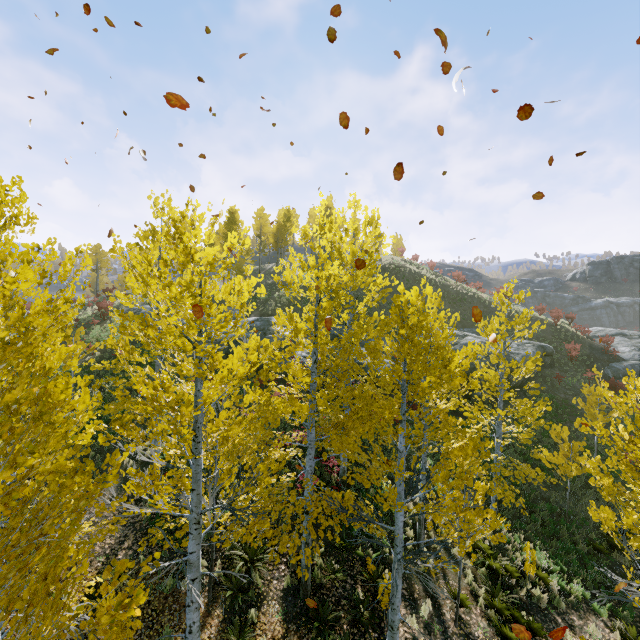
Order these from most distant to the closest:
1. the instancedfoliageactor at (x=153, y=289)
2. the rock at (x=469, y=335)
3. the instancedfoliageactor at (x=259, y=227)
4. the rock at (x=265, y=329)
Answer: the instancedfoliageactor at (x=259, y=227) → the rock at (x=469, y=335) → the rock at (x=265, y=329) → the instancedfoliageactor at (x=153, y=289)

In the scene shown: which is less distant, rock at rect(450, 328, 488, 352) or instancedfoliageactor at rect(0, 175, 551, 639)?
instancedfoliageactor at rect(0, 175, 551, 639)

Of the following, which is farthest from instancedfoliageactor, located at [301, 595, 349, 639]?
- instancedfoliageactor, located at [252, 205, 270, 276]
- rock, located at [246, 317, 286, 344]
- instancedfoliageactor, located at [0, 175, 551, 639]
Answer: instancedfoliageactor, located at [252, 205, 270, 276]

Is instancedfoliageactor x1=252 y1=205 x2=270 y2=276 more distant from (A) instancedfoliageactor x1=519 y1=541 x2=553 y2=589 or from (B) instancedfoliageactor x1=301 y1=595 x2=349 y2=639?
(B) instancedfoliageactor x1=301 y1=595 x2=349 y2=639

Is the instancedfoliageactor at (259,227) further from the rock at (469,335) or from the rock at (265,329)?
the rock at (469,335)

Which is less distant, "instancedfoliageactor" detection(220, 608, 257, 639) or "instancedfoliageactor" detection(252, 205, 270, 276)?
"instancedfoliageactor" detection(220, 608, 257, 639)

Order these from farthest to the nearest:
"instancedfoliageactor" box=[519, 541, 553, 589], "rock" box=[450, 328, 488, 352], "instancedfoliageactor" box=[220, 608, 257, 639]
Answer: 1. "rock" box=[450, 328, 488, 352]
2. "instancedfoliageactor" box=[519, 541, 553, 589]
3. "instancedfoliageactor" box=[220, 608, 257, 639]

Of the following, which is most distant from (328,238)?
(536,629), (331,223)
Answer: (536,629)
